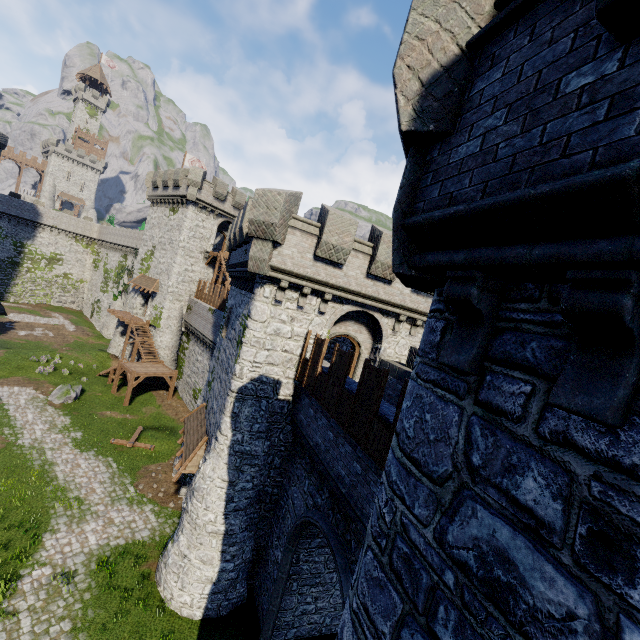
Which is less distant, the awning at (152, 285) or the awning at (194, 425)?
the awning at (194, 425)

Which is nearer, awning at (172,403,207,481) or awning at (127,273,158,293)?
awning at (172,403,207,481)

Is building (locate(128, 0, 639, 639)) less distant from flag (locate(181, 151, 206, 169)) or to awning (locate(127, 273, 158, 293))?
awning (locate(127, 273, 158, 293))

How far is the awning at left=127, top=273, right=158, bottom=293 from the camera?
35.1 meters

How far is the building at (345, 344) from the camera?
12.8m

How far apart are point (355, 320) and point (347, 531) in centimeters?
878cm

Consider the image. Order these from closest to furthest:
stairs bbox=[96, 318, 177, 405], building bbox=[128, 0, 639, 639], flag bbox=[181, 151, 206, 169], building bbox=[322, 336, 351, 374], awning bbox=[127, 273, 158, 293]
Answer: building bbox=[128, 0, 639, 639] < building bbox=[322, 336, 351, 374] < stairs bbox=[96, 318, 177, 405] < awning bbox=[127, 273, 158, 293] < flag bbox=[181, 151, 206, 169]
